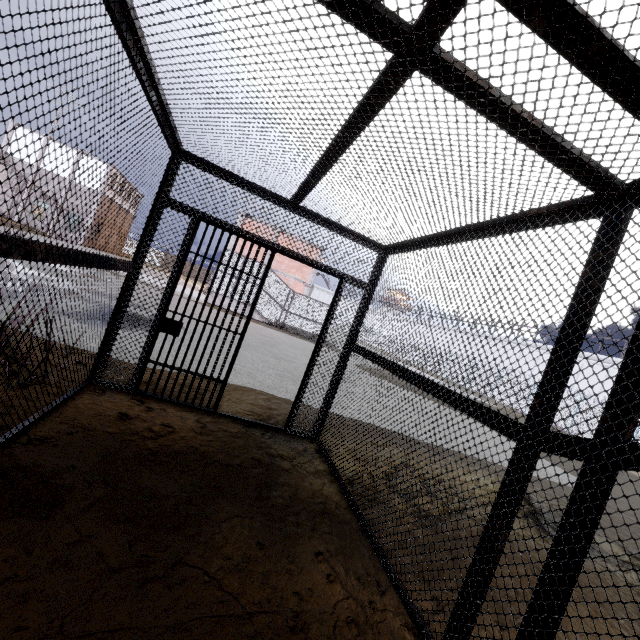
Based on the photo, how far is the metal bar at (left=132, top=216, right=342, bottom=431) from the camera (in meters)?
4.09

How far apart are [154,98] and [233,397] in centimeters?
412cm

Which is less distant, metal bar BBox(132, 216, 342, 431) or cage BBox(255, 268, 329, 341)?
metal bar BBox(132, 216, 342, 431)

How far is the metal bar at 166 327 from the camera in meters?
4.1 m

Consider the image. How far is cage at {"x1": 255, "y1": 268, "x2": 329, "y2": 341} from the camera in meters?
22.3

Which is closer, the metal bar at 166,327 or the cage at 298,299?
the metal bar at 166,327
